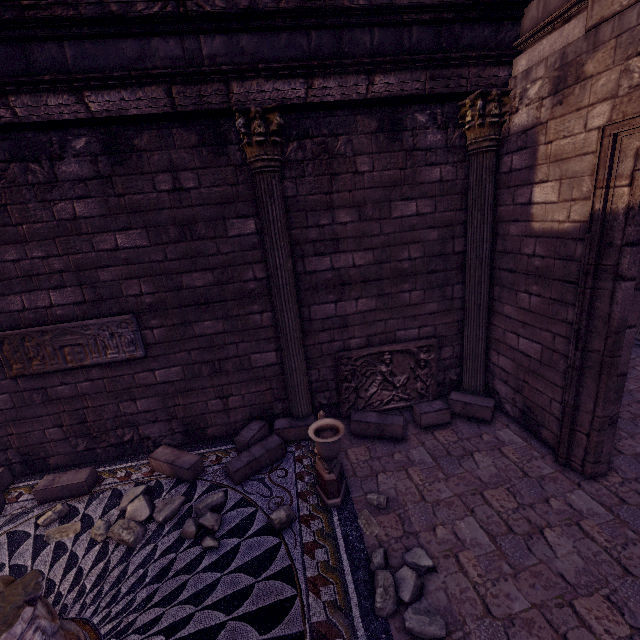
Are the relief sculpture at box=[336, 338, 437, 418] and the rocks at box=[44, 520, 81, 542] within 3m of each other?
no

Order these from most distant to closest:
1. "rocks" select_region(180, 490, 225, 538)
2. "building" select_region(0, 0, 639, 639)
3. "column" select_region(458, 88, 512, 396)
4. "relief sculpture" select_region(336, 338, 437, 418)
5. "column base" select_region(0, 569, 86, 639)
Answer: "relief sculpture" select_region(336, 338, 437, 418) → "column" select_region(458, 88, 512, 396) → "rocks" select_region(180, 490, 225, 538) → "building" select_region(0, 0, 639, 639) → "column base" select_region(0, 569, 86, 639)

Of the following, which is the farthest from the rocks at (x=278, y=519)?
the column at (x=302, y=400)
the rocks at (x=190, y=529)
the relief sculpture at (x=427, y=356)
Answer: the relief sculpture at (x=427, y=356)

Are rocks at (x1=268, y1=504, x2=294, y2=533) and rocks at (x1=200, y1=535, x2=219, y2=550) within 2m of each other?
yes

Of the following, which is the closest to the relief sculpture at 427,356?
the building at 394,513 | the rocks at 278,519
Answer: the building at 394,513

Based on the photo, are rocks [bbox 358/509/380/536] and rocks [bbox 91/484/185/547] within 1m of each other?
no

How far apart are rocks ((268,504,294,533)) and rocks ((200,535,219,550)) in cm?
58

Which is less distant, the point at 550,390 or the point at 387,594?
the point at 387,594
